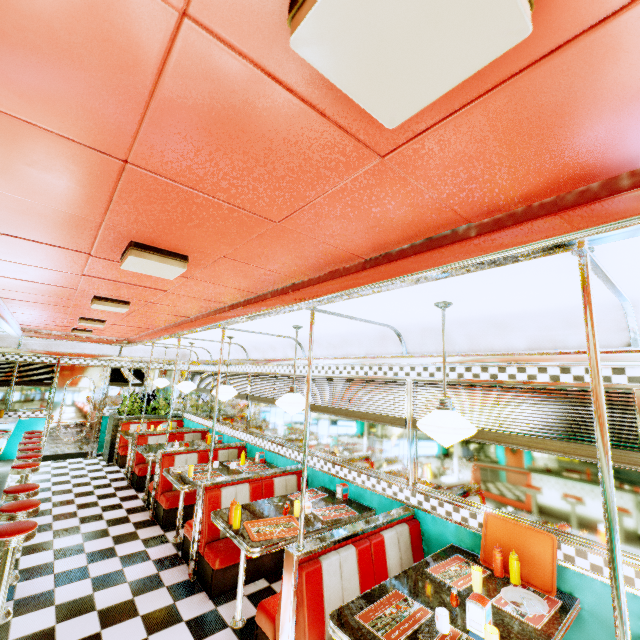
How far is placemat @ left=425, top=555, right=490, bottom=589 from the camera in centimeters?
257cm

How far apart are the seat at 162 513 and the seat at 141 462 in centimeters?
154cm

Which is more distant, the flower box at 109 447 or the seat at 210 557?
the flower box at 109 447

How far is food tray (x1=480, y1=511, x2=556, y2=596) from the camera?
2.5 meters

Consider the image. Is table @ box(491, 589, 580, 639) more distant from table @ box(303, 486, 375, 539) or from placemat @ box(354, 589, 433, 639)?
table @ box(303, 486, 375, 539)

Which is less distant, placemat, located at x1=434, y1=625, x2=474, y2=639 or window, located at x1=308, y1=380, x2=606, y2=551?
placemat, located at x1=434, y1=625, x2=474, y2=639

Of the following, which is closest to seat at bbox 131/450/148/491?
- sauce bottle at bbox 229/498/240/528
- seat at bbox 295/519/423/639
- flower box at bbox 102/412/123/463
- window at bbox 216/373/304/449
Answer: window at bbox 216/373/304/449

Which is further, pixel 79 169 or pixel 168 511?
pixel 168 511
